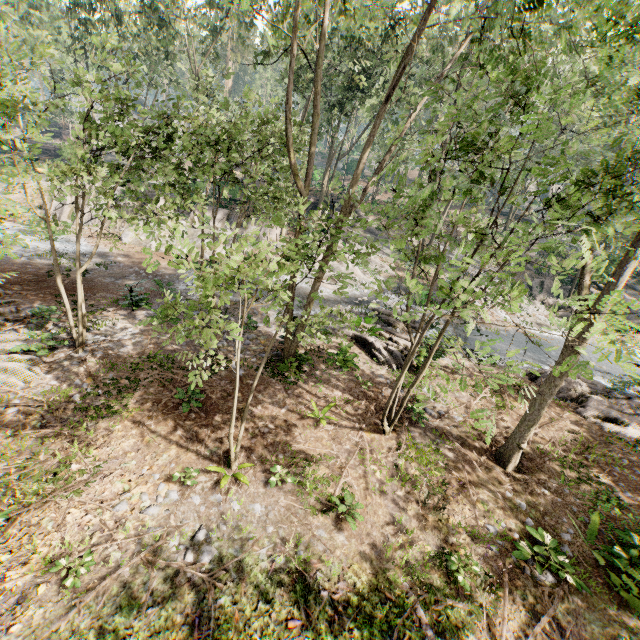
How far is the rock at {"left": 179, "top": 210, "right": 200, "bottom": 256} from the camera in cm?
2528

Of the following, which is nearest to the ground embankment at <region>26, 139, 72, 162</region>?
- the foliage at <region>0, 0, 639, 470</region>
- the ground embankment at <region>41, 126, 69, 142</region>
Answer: the foliage at <region>0, 0, 639, 470</region>

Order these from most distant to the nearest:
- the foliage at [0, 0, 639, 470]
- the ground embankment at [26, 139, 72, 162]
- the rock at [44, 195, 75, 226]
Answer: the ground embankment at [26, 139, 72, 162]
the rock at [44, 195, 75, 226]
the foliage at [0, 0, 639, 470]

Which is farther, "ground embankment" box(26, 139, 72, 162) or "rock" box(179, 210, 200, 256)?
"ground embankment" box(26, 139, 72, 162)

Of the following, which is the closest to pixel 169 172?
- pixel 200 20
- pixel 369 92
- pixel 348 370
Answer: pixel 200 20

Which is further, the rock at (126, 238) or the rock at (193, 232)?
the rock at (193, 232)

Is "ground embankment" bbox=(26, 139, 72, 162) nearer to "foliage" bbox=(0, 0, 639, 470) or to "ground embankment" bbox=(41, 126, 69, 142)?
"foliage" bbox=(0, 0, 639, 470)

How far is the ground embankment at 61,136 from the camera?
50.4m
